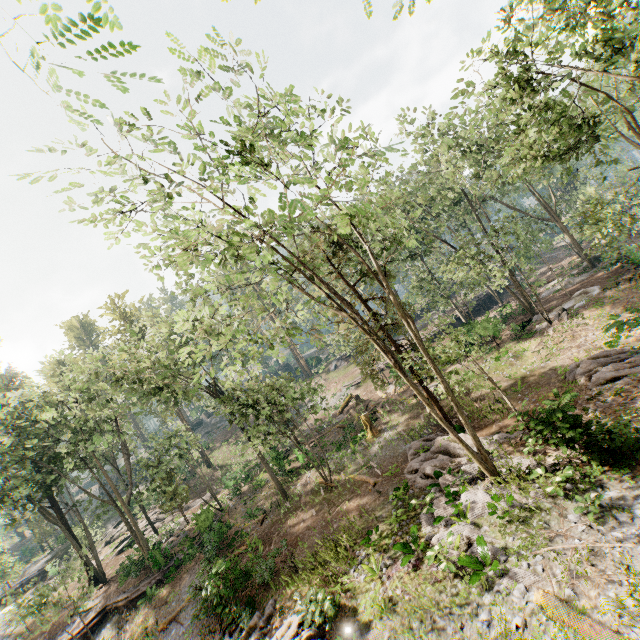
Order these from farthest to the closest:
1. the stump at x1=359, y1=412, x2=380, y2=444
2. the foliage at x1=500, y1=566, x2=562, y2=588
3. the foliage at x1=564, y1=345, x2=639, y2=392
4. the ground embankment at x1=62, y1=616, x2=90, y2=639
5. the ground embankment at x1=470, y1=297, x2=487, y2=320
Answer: the ground embankment at x1=470, y1=297, x2=487, y2=320
the stump at x1=359, y1=412, x2=380, y2=444
the ground embankment at x1=62, y1=616, x2=90, y2=639
the foliage at x1=564, y1=345, x2=639, y2=392
the foliage at x1=500, y1=566, x2=562, y2=588

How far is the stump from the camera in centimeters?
2494cm

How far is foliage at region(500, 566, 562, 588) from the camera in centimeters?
882cm

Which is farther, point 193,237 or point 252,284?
point 252,284

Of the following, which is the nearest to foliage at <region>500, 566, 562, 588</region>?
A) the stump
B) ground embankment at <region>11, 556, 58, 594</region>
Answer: ground embankment at <region>11, 556, 58, 594</region>

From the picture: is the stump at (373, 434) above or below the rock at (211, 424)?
below

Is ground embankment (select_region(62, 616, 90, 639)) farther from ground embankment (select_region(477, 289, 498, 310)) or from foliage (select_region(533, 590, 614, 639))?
ground embankment (select_region(477, 289, 498, 310))

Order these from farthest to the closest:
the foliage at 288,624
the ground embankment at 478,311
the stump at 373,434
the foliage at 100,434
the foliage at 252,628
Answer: the ground embankment at 478,311
the stump at 373,434
the foliage at 252,628
the foliage at 288,624
the foliage at 100,434
